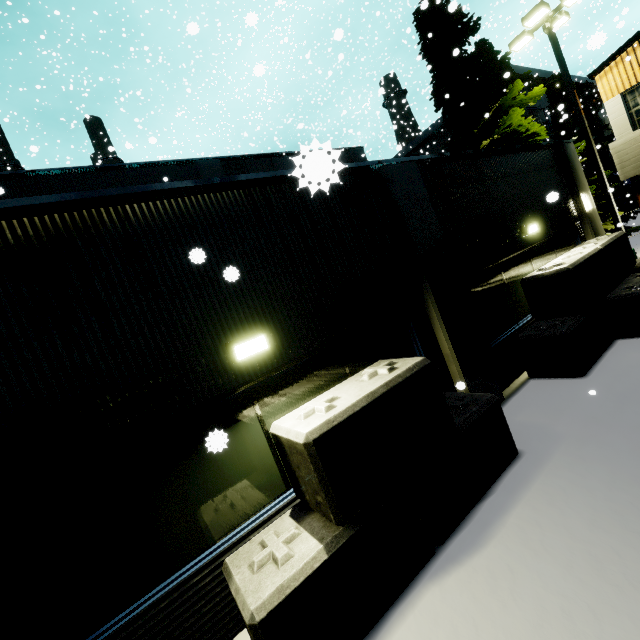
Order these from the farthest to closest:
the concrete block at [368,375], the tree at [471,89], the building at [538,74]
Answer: the building at [538,74]
the tree at [471,89]
the concrete block at [368,375]

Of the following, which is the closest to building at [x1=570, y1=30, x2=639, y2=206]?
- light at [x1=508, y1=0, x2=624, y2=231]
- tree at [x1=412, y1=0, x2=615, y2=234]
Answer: tree at [x1=412, y1=0, x2=615, y2=234]

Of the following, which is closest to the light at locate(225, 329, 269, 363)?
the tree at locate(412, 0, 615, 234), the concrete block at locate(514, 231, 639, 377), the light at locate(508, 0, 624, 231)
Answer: the concrete block at locate(514, 231, 639, 377)

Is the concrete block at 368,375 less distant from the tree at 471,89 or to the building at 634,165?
the building at 634,165

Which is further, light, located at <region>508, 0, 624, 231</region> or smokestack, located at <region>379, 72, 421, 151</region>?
smokestack, located at <region>379, 72, 421, 151</region>

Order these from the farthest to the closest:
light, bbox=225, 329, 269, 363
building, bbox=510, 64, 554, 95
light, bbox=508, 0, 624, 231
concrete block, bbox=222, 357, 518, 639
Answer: building, bbox=510, 64, 554, 95 < light, bbox=508, 0, 624, 231 < light, bbox=225, 329, 269, 363 < concrete block, bbox=222, 357, 518, 639

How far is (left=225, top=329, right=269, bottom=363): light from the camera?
3.84m

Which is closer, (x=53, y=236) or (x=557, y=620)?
(x=557, y=620)
